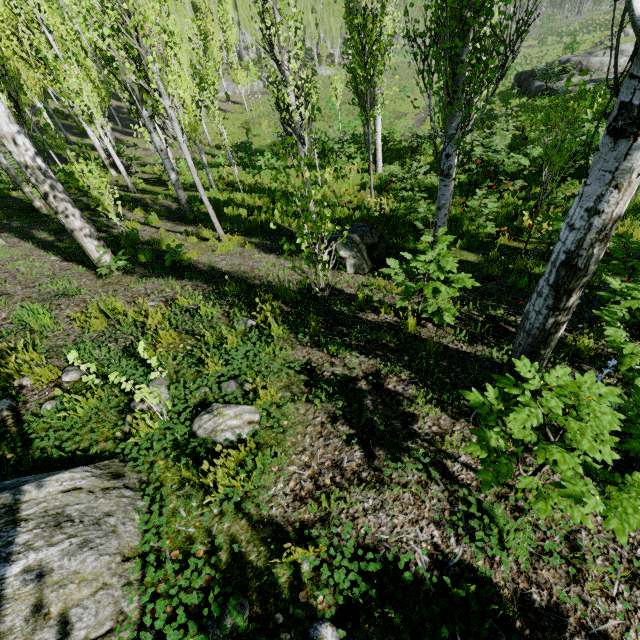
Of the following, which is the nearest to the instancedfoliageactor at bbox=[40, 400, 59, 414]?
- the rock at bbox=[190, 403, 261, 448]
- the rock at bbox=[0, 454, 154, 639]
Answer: the rock at bbox=[190, 403, 261, 448]

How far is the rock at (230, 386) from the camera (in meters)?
3.11

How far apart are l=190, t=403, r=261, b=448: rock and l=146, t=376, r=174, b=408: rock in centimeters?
18cm

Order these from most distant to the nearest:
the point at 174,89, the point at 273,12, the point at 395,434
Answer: the point at 174,89
the point at 273,12
the point at 395,434

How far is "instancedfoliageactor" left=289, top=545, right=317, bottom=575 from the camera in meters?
1.9 m

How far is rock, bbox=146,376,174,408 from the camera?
3.0 meters

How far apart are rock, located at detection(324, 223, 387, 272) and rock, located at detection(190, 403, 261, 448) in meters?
3.9

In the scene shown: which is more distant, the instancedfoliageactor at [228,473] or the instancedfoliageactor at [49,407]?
the instancedfoliageactor at [49,407]
